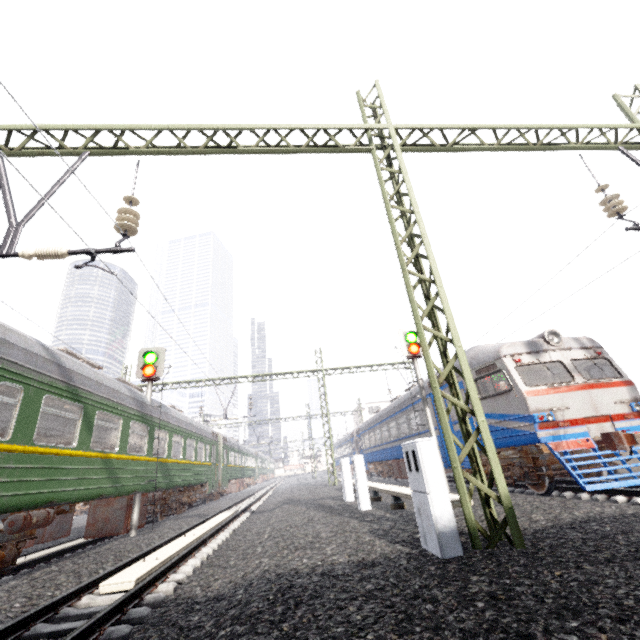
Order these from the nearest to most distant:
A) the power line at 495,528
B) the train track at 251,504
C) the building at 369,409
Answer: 1. the train track at 251,504
2. the power line at 495,528
3. the building at 369,409

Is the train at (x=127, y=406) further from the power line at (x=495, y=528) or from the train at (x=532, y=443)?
the train at (x=532, y=443)

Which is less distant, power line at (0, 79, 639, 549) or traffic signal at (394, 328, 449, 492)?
power line at (0, 79, 639, 549)

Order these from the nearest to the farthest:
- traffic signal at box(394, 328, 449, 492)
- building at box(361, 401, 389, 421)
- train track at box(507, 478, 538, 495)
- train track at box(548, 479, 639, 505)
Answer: train track at box(548, 479, 639, 505) → train track at box(507, 478, 538, 495) → traffic signal at box(394, 328, 449, 492) → building at box(361, 401, 389, 421)

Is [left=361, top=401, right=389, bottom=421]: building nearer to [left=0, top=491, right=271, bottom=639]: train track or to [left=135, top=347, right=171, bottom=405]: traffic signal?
[left=0, top=491, right=271, bottom=639]: train track

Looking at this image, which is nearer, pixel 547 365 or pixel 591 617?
pixel 591 617

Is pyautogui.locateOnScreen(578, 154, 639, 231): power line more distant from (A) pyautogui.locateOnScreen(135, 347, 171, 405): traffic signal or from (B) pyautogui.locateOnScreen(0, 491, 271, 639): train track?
(A) pyautogui.locateOnScreen(135, 347, 171, 405): traffic signal

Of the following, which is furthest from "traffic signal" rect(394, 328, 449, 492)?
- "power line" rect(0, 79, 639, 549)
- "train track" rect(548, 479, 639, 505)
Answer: "power line" rect(0, 79, 639, 549)
